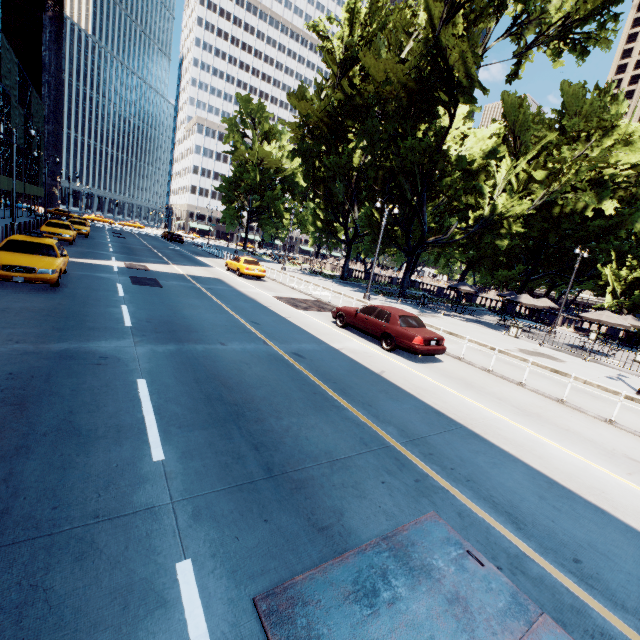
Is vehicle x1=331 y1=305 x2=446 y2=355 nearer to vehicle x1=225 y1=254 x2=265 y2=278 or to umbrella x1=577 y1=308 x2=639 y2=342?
vehicle x1=225 y1=254 x2=265 y2=278

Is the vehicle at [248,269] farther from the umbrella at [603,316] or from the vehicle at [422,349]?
the umbrella at [603,316]

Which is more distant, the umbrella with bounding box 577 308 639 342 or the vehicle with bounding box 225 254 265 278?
the vehicle with bounding box 225 254 265 278

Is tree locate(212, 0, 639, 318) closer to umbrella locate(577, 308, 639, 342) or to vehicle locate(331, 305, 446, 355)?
umbrella locate(577, 308, 639, 342)

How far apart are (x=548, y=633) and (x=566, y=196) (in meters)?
37.94

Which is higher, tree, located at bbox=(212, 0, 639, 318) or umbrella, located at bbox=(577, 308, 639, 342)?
tree, located at bbox=(212, 0, 639, 318)

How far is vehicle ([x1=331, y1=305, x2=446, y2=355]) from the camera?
11.1m

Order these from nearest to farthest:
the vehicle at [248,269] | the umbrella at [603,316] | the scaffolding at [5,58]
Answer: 1. the umbrella at [603,316]
2. the vehicle at [248,269]
3. the scaffolding at [5,58]
